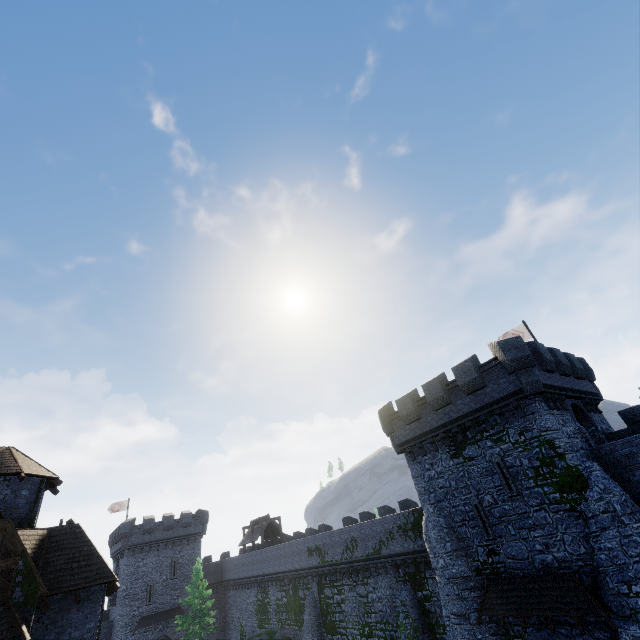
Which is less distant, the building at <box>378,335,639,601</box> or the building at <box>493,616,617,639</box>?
the building at <box>493,616,617,639</box>

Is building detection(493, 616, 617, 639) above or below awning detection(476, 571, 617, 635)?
below

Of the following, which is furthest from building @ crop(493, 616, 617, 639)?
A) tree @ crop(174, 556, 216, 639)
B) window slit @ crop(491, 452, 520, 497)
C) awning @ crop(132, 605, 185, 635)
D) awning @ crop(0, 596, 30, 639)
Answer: awning @ crop(132, 605, 185, 635)

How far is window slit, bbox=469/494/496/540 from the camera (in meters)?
17.41

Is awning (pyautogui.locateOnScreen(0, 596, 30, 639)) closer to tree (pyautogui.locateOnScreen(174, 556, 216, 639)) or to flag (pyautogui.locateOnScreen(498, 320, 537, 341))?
tree (pyautogui.locateOnScreen(174, 556, 216, 639))

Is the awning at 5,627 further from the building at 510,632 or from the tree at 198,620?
the tree at 198,620

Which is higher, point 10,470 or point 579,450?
point 10,470

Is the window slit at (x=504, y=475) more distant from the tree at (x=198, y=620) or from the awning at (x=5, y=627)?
the tree at (x=198, y=620)
